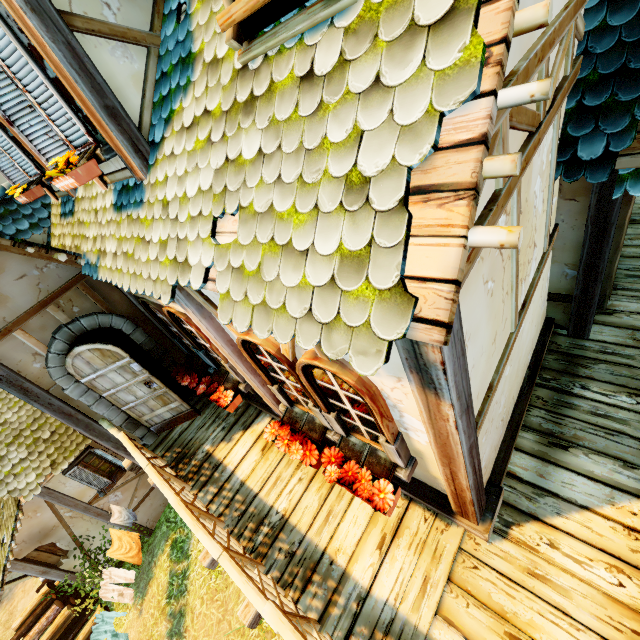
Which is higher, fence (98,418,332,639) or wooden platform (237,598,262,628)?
fence (98,418,332,639)

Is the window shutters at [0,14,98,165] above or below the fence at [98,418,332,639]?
above

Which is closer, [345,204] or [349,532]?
[345,204]

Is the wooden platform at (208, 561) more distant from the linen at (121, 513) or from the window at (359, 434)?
the linen at (121, 513)

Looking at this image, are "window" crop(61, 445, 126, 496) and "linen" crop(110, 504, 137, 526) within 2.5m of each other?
yes

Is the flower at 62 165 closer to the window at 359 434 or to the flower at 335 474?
the window at 359 434

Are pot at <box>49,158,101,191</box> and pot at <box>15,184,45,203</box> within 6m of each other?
yes

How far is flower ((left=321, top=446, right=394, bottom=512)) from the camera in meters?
3.0
